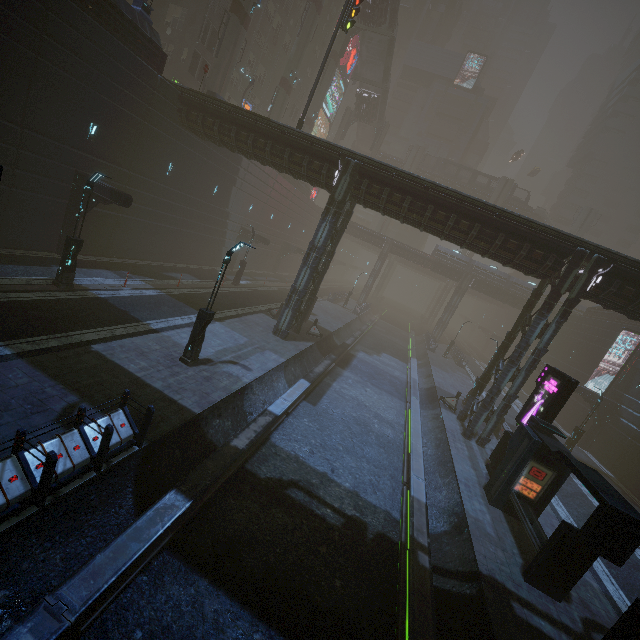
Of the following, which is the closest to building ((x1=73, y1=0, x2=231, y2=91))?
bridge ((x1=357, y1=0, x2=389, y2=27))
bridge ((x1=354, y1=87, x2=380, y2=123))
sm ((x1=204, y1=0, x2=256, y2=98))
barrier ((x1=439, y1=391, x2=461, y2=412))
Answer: barrier ((x1=439, y1=391, x2=461, y2=412))

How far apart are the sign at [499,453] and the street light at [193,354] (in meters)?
14.21

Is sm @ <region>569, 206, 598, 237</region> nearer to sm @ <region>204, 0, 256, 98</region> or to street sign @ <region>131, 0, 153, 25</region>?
sm @ <region>204, 0, 256, 98</region>

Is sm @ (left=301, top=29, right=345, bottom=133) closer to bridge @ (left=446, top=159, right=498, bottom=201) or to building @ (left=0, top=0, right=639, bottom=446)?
building @ (left=0, top=0, right=639, bottom=446)

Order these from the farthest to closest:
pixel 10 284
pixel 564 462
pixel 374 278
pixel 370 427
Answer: pixel 374 278, pixel 370 427, pixel 10 284, pixel 564 462

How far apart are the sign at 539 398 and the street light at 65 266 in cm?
2149

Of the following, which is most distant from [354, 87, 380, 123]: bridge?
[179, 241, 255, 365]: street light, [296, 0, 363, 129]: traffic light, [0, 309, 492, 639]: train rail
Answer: [179, 241, 255, 365]: street light

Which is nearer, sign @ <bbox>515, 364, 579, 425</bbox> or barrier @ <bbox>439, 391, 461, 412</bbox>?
sign @ <bbox>515, 364, 579, 425</bbox>
